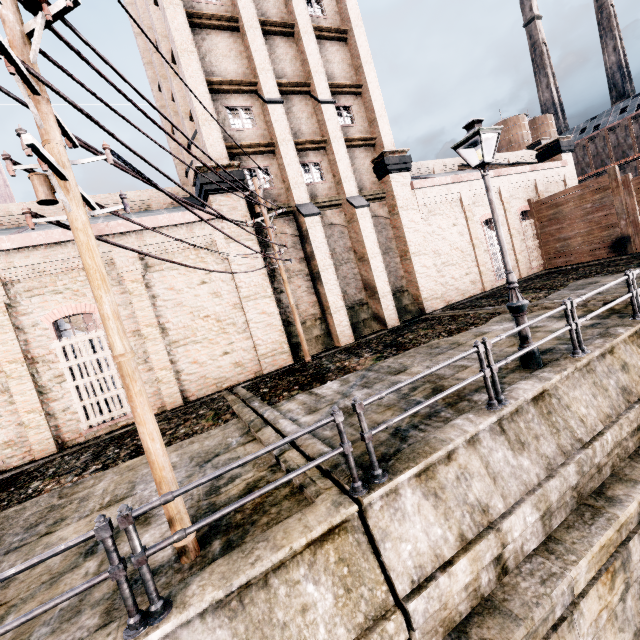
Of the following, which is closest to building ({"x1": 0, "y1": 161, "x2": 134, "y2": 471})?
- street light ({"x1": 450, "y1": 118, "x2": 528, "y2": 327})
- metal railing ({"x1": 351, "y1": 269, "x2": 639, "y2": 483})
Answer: street light ({"x1": 450, "y1": 118, "x2": 528, "y2": 327})

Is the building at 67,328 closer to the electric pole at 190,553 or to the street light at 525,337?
the electric pole at 190,553

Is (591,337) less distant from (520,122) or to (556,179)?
(556,179)

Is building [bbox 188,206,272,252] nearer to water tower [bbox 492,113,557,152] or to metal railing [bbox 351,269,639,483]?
water tower [bbox 492,113,557,152]

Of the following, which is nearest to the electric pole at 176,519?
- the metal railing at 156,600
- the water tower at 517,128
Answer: the metal railing at 156,600

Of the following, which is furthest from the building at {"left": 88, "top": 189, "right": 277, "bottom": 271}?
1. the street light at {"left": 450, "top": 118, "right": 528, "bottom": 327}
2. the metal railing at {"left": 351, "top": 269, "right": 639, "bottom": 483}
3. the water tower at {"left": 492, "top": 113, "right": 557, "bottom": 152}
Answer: the metal railing at {"left": 351, "top": 269, "right": 639, "bottom": 483}

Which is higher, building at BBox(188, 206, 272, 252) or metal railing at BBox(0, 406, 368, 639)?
building at BBox(188, 206, 272, 252)

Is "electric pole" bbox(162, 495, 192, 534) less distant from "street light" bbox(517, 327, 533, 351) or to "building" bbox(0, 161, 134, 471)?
"building" bbox(0, 161, 134, 471)
